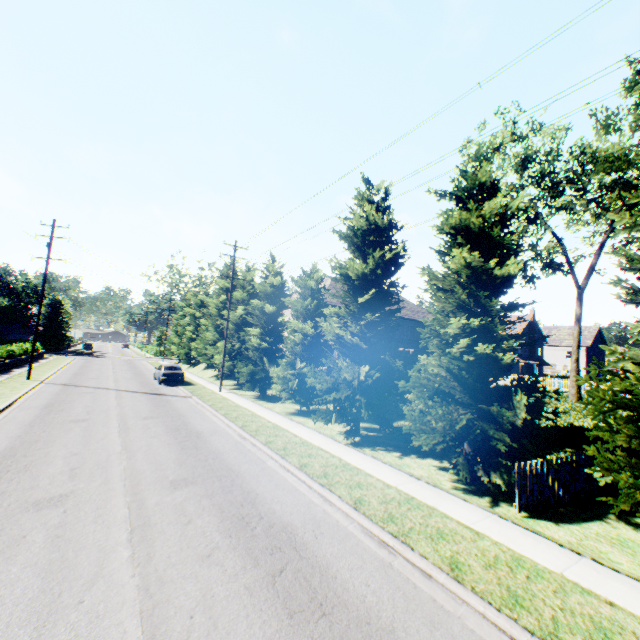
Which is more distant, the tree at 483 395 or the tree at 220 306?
the tree at 220 306

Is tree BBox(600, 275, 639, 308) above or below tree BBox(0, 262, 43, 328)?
below

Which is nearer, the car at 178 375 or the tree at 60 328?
the car at 178 375

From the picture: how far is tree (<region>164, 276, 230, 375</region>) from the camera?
32.2 meters

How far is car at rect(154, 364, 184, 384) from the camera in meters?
26.1

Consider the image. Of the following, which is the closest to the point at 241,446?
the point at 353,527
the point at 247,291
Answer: the point at 353,527

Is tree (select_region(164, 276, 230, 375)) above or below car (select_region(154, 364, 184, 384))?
above
